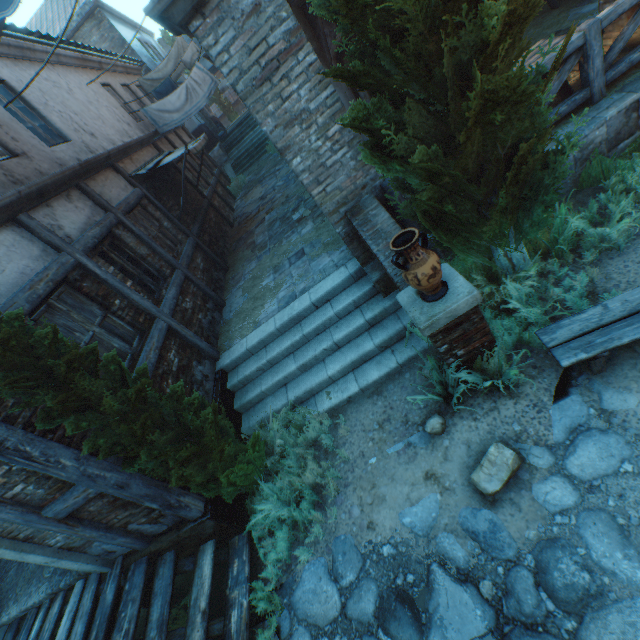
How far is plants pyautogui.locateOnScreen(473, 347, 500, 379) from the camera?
3.7 meters

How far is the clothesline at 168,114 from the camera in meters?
10.7 m

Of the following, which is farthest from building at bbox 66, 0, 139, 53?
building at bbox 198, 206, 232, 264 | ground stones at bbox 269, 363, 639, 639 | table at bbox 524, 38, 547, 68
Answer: table at bbox 524, 38, 547, 68

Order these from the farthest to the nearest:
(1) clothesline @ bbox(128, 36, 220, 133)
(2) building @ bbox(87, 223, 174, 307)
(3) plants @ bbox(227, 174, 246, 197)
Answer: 1. (3) plants @ bbox(227, 174, 246, 197)
2. (1) clothesline @ bbox(128, 36, 220, 133)
3. (2) building @ bbox(87, 223, 174, 307)

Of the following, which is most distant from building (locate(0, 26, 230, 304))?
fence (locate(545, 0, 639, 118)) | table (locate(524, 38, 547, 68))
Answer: table (locate(524, 38, 547, 68))

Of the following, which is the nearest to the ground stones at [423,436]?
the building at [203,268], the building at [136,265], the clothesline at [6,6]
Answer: the building at [136,265]

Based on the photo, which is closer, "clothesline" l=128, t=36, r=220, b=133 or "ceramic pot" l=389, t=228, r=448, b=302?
"ceramic pot" l=389, t=228, r=448, b=302

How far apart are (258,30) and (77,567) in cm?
721
